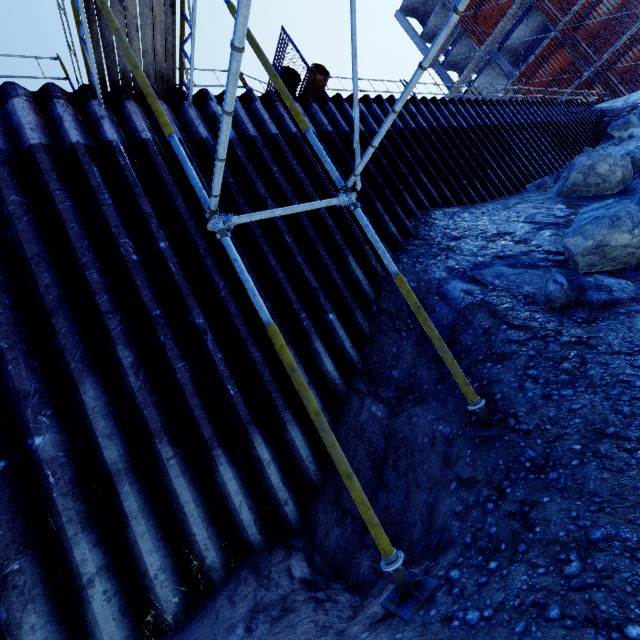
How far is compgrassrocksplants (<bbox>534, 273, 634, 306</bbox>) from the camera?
3.55m

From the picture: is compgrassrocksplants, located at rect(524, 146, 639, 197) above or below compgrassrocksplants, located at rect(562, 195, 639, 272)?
above

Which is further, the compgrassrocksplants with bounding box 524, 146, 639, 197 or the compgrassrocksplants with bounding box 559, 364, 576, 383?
the compgrassrocksplants with bounding box 524, 146, 639, 197

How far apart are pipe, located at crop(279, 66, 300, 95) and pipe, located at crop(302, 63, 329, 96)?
0.3 meters

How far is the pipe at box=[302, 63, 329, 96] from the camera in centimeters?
753cm

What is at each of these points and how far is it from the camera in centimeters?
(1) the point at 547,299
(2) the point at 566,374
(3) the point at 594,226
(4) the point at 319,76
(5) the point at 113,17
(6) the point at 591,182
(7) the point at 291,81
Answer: (1) compgrassrocksplants, 395cm
(2) compgrassrocksplants, 295cm
(3) compgrassrocksplants, 371cm
(4) pipe, 749cm
(5) scaffolding, 309cm
(6) compgrassrocksplants, 653cm
(7) pipe, 721cm

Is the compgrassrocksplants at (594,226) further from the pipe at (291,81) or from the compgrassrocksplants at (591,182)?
the pipe at (291,81)

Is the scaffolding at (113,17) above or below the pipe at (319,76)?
below
